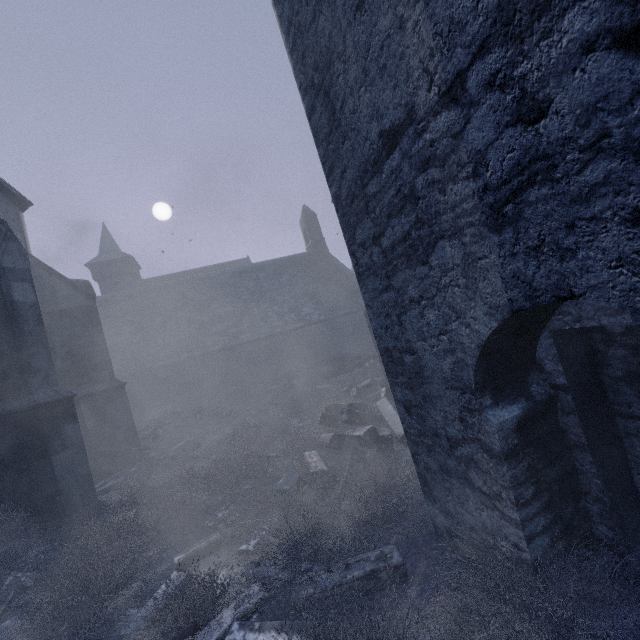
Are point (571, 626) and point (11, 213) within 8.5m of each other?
no

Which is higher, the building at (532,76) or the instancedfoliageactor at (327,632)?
the building at (532,76)

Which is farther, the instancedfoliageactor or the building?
the instancedfoliageactor

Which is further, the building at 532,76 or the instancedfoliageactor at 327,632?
the instancedfoliageactor at 327,632

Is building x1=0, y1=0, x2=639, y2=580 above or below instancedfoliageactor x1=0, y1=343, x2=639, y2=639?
above
